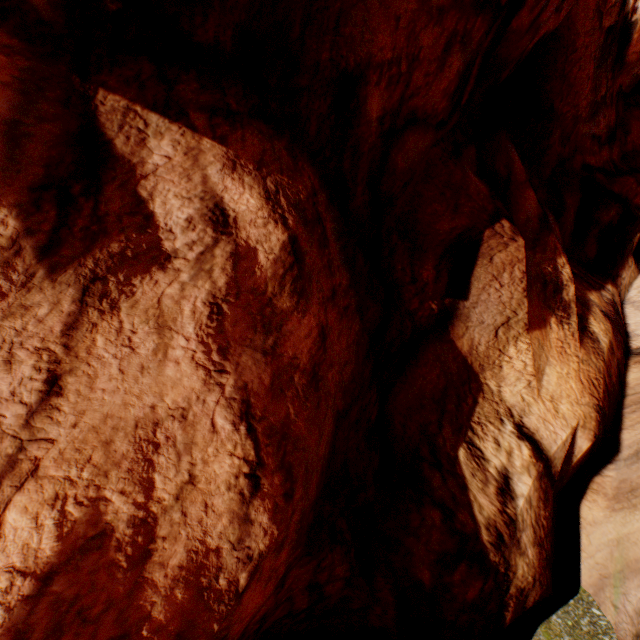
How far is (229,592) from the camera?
1.7m
